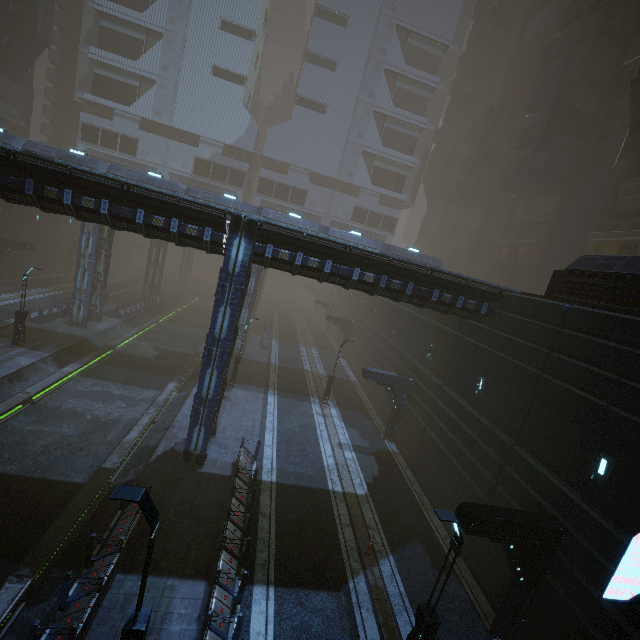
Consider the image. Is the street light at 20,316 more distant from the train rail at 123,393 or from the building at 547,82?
the building at 547,82

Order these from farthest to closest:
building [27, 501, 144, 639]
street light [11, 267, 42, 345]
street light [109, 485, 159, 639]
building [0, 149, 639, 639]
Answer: street light [11, 267, 42, 345], building [0, 149, 639, 639], building [27, 501, 144, 639], street light [109, 485, 159, 639]

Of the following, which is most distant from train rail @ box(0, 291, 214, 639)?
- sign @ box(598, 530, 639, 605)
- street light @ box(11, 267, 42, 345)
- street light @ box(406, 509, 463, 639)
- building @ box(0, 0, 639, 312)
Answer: sign @ box(598, 530, 639, 605)

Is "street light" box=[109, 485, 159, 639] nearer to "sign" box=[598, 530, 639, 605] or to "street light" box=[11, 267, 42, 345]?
"sign" box=[598, 530, 639, 605]

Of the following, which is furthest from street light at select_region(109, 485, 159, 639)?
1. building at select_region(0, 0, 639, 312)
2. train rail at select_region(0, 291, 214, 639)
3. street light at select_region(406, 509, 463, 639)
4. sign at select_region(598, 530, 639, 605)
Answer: sign at select_region(598, 530, 639, 605)

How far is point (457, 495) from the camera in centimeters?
1580cm

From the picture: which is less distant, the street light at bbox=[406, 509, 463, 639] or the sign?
the sign

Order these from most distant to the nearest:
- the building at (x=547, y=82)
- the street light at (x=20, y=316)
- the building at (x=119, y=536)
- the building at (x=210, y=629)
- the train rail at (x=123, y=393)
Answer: the building at (x=547, y=82) < the street light at (x=20, y=316) < the train rail at (x=123, y=393) < the building at (x=210, y=629) < the building at (x=119, y=536)
